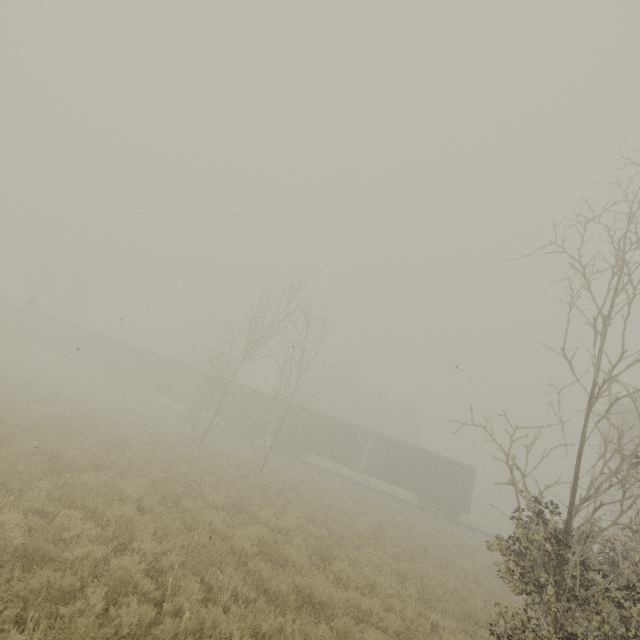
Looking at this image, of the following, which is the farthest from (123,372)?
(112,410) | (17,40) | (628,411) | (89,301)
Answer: (628,411)

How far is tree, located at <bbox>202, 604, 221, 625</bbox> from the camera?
4.80m

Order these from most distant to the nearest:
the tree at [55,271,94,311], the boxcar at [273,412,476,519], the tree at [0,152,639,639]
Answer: the tree at [55,271,94,311] < the boxcar at [273,412,476,519] < the tree at [0,152,639,639]

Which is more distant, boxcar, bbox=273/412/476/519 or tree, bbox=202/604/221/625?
boxcar, bbox=273/412/476/519

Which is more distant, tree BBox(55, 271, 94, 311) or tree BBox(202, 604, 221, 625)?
tree BBox(55, 271, 94, 311)

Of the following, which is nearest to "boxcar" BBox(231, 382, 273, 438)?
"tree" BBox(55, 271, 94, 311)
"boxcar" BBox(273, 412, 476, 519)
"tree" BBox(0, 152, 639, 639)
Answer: "boxcar" BBox(273, 412, 476, 519)

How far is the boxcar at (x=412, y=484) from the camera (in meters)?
27.72

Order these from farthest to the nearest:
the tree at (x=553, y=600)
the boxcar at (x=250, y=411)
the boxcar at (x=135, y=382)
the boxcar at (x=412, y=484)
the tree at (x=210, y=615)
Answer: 1. the boxcar at (x=135, y=382)
2. the boxcar at (x=250, y=411)
3. the boxcar at (x=412, y=484)
4. the tree at (x=553, y=600)
5. the tree at (x=210, y=615)
